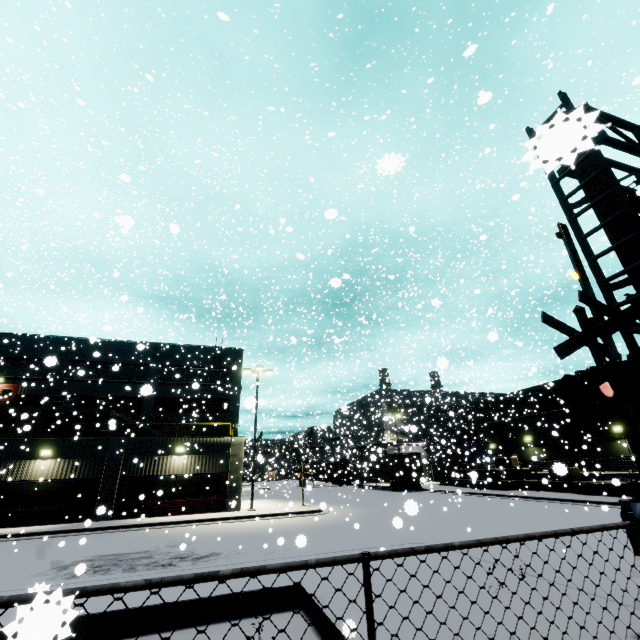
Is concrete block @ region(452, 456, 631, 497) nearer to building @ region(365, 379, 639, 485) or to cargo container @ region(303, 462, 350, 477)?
building @ region(365, 379, 639, 485)

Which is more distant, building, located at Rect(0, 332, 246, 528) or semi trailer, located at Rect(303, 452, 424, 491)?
semi trailer, located at Rect(303, 452, 424, 491)

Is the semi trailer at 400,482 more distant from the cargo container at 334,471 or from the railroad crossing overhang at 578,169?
the railroad crossing overhang at 578,169

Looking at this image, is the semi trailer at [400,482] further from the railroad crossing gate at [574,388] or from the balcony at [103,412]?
the railroad crossing gate at [574,388]

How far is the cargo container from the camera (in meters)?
36.31

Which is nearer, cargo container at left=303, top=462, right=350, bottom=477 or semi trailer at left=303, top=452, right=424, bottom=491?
semi trailer at left=303, top=452, right=424, bottom=491

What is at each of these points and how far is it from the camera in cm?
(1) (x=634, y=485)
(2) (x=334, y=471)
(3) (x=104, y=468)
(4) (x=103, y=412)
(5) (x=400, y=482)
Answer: (1) railroad crossing gate, 546
(2) cargo container, 5347
(3) building, 2116
(4) balcony, 2794
(5) semi trailer, 3641

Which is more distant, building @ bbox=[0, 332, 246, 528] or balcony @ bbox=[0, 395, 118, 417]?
balcony @ bbox=[0, 395, 118, 417]
